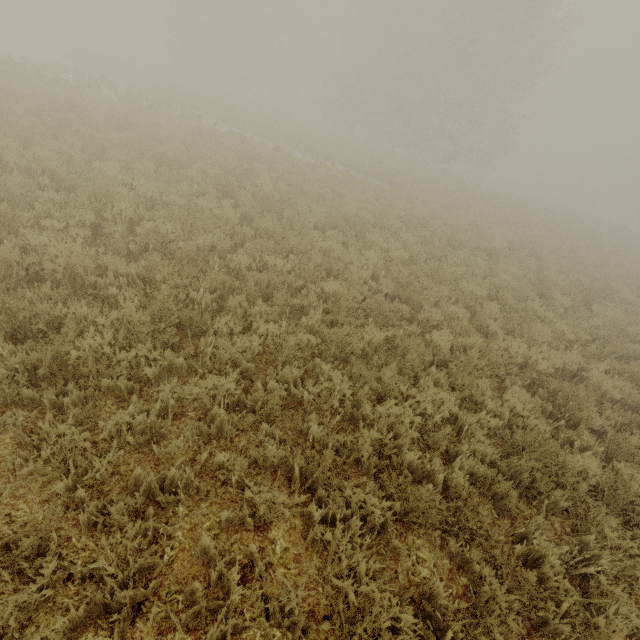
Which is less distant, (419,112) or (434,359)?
(434,359)
